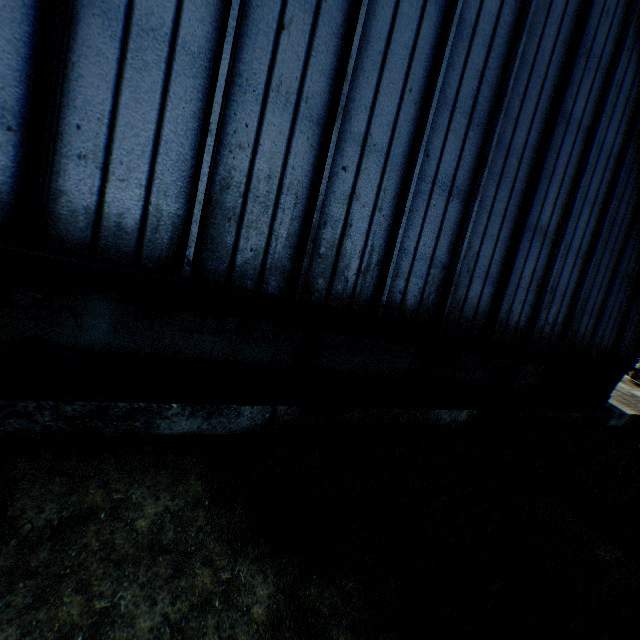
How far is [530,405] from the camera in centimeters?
811cm
